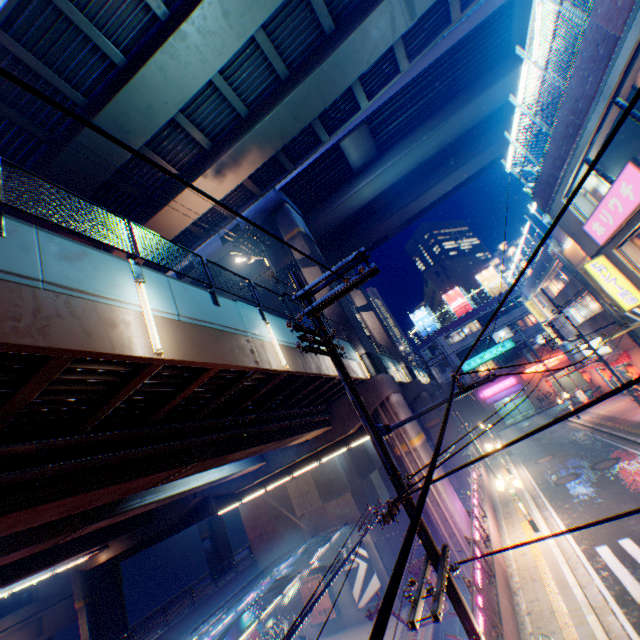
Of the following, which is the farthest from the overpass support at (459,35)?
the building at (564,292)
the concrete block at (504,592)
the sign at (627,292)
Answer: the building at (564,292)

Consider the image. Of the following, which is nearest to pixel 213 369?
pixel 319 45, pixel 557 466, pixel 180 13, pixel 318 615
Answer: pixel 180 13

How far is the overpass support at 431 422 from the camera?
30.75m

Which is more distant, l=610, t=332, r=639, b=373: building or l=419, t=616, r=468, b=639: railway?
l=610, t=332, r=639, b=373: building

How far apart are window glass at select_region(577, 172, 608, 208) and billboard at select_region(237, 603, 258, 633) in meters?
36.6

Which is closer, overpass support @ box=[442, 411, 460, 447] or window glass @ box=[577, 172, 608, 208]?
window glass @ box=[577, 172, 608, 208]

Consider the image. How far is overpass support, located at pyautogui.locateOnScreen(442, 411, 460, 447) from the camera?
30.2 meters

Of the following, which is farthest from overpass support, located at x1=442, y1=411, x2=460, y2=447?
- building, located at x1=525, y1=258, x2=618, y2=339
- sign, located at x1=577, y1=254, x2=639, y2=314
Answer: building, located at x1=525, y1=258, x2=618, y2=339
